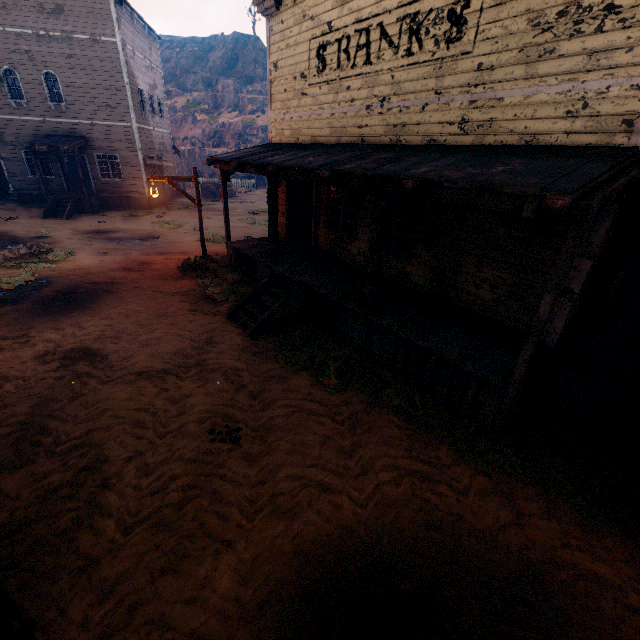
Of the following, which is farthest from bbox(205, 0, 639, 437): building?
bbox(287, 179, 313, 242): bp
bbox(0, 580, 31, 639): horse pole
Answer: bbox(0, 580, 31, 639): horse pole

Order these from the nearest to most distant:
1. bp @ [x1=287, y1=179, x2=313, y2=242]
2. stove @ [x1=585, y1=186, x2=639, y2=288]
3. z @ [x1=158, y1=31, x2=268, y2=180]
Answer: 1. stove @ [x1=585, y1=186, x2=639, y2=288]
2. bp @ [x1=287, y1=179, x2=313, y2=242]
3. z @ [x1=158, y1=31, x2=268, y2=180]

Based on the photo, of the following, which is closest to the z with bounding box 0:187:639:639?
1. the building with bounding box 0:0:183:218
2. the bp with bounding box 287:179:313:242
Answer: the building with bounding box 0:0:183:218

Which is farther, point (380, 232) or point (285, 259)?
point (285, 259)

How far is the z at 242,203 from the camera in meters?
17.3

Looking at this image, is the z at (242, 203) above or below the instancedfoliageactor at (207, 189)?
below

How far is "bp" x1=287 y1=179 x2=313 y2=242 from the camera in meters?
11.2

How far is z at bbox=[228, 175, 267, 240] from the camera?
17.34m
